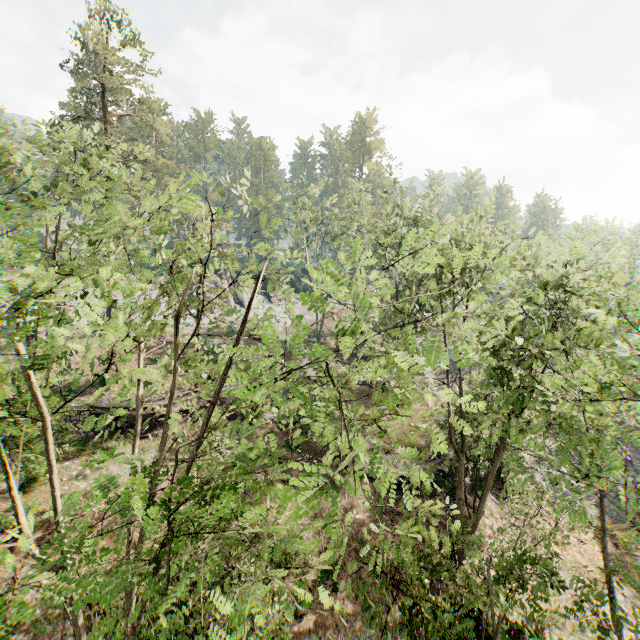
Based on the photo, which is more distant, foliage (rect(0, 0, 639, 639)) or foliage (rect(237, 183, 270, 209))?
foliage (rect(237, 183, 270, 209))

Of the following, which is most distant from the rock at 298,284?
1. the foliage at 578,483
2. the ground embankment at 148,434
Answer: the ground embankment at 148,434

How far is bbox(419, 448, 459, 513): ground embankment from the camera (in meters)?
21.77

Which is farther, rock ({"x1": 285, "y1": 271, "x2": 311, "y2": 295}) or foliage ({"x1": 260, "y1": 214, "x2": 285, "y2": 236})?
rock ({"x1": 285, "y1": 271, "x2": 311, "y2": 295})

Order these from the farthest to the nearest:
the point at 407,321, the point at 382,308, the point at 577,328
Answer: the point at 407,321 < the point at 382,308 < the point at 577,328

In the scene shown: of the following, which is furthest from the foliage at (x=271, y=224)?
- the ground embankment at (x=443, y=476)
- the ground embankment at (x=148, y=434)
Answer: the ground embankment at (x=148, y=434)

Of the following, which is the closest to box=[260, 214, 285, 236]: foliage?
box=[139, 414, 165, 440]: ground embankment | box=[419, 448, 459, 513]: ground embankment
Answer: box=[419, 448, 459, 513]: ground embankment

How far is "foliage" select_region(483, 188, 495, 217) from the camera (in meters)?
14.43
